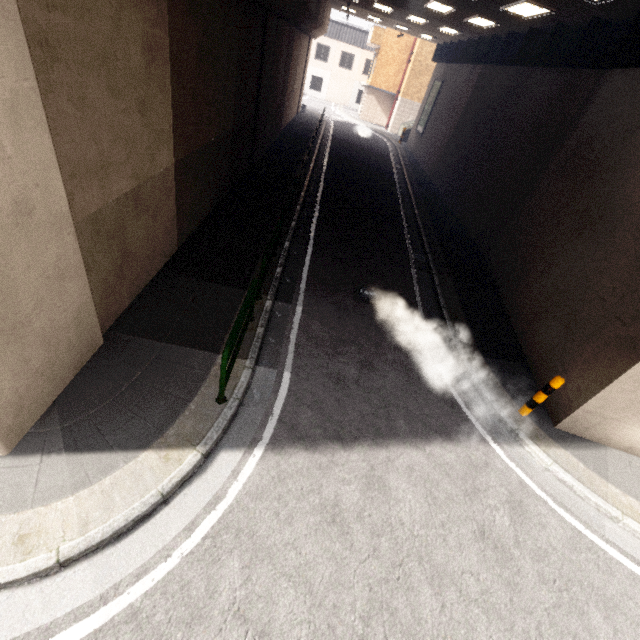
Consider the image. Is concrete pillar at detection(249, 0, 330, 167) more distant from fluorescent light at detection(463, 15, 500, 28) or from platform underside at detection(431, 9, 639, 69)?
platform underside at detection(431, 9, 639, 69)

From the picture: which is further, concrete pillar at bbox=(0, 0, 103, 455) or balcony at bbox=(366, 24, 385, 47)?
balcony at bbox=(366, 24, 385, 47)

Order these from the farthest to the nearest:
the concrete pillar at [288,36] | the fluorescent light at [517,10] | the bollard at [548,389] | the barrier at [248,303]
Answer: the concrete pillar at [288,36] < the fluorescent light at [517,10] < the bollard at [548,389] < the barrier at [248,303]

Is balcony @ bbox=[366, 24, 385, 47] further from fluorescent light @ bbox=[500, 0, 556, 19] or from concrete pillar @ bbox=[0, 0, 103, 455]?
fluorescent light @ bbox=[500, 0, 556, 19]

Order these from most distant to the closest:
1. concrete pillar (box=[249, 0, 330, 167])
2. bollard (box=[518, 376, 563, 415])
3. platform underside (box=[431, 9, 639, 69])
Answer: concrete pillar (box=[249, 0, 330, 167]) → platform underside (box=[431, 9, 639, 69]) → bollard (box=[518, 376, 563, 415])

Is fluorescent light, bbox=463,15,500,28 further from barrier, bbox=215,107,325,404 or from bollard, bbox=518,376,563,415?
bollard, bbox=518,376,563,415

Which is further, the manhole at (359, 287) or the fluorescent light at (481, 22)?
the fluorescent light at (481, 22)

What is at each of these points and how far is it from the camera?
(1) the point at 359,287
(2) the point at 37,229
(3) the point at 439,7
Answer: (1) manhole, 8.7 meters
(2) concrete pillar, 3.4 meters
(3) fluorescent light, 13.3 meters
